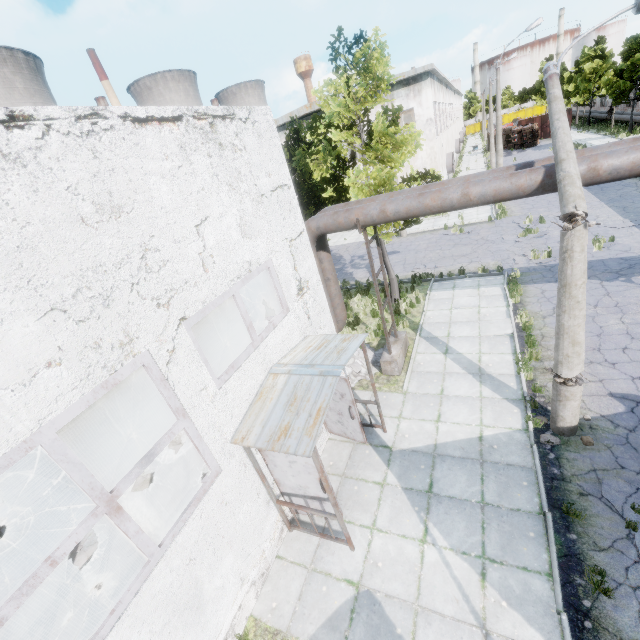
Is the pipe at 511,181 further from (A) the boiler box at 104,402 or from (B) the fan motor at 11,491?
(B) the fan motor at 11,491

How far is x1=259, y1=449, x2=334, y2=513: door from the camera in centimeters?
616cm

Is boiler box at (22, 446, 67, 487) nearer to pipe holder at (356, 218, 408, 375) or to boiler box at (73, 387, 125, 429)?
boiler box at (73, 387, 125, 429)

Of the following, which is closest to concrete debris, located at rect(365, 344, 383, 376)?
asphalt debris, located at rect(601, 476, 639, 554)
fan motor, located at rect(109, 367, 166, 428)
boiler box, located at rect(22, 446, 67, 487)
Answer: fan motor, located at rect(109, 367, 166, 428)

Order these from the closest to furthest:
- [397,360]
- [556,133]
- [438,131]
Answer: [556,133]
[397,360]
[438,131]

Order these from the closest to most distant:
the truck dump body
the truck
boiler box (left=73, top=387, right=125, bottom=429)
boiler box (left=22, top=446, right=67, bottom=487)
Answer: boiler box (left=22, top=446, right=67, bottom=487)
boiler box (left=73, top=387, right=125, bottom=429)
the truck
the truck dump body

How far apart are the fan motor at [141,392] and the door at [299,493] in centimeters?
679cm

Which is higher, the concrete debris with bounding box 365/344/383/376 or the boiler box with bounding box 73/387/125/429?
the boiler box with bounding box 73/387/125/429
